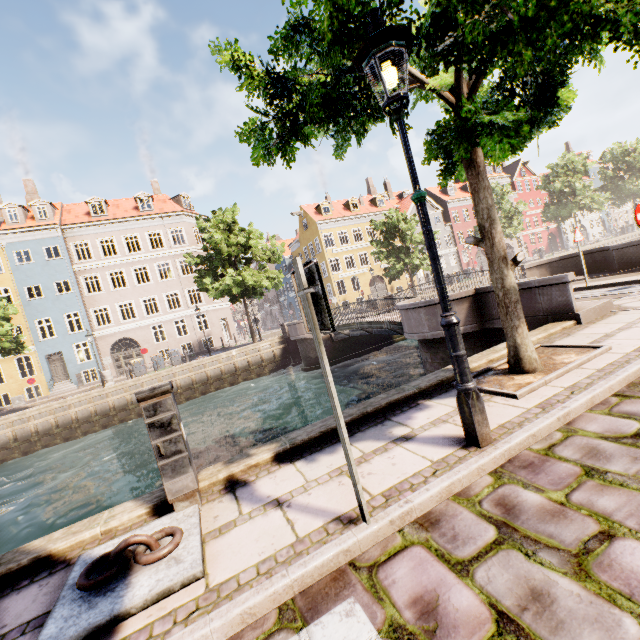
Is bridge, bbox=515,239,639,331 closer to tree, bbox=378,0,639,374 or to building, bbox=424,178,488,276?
tree, bbox=378,0,639,374

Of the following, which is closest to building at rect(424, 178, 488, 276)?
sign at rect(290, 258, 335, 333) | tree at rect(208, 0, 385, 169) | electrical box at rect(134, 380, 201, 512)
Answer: tree at rect(208, 0, 385, 169)

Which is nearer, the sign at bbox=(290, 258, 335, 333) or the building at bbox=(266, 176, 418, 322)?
the sign at bbox=(290, 258, 335, 333)

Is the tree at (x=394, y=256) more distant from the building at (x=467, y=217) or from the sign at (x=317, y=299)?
the building at (x=467, y=217)

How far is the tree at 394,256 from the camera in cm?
2852

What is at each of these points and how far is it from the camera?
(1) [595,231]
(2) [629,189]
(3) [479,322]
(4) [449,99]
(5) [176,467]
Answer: (1) building, 57.9m
(2) tree, 46.1m
(3) bridge, 8.6m
(4) tree, 4.2m
(5) electrical box, 3.0m

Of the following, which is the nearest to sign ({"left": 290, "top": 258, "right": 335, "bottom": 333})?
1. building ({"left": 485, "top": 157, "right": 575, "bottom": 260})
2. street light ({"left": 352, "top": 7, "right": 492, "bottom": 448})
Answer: street light ({"left": 352, "top": 7, "right": 492, "bottom": 448})
